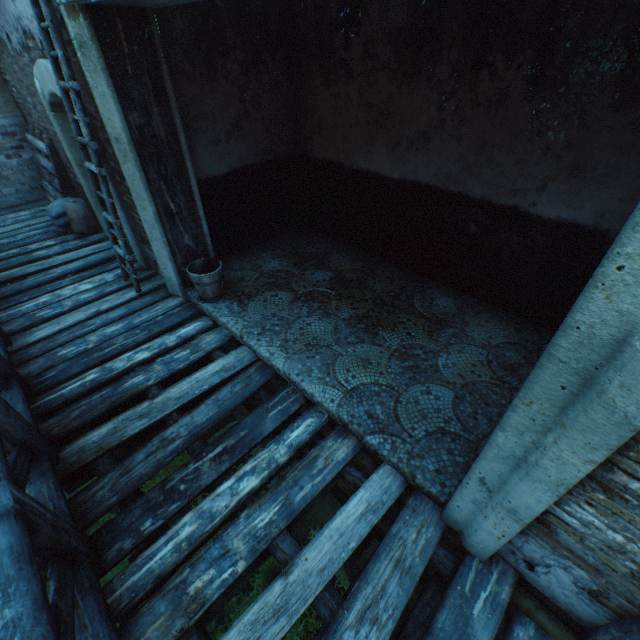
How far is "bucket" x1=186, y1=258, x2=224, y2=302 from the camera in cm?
398

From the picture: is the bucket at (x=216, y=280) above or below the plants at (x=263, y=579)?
above

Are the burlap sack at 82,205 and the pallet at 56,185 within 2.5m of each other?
yes

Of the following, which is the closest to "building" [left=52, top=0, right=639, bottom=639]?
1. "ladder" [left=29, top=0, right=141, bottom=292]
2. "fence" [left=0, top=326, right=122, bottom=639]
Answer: "ladder" [left=29, top=0, right=141, bottom=292]

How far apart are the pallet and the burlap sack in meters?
0.0

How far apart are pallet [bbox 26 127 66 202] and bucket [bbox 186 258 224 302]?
4.2 meters

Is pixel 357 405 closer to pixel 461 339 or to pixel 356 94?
pixel 461 339

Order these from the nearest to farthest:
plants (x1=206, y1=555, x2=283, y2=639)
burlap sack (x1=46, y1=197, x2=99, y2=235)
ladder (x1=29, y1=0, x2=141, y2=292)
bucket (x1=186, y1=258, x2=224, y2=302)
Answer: plants (x1=206, y1=555, x2=283, y2=639), ladder (x1=29, y1=0, x2=141, y2=292), bucket (x1=186, y1=258, x2=224, y2=302), burlap sack (x1=46, y1=197, x2=99, y2=235)
